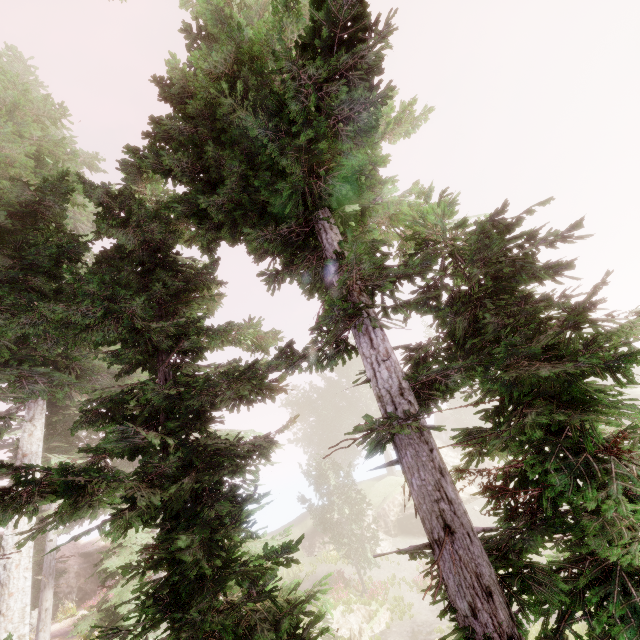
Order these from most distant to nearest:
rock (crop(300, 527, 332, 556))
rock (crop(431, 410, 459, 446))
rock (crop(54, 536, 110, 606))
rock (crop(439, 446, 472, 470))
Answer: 1. rock (crop(431, 410, 459, 446))
2. rock (crop(439, 446, 472, 470))
3. rock (crop(300, 527, 332, 556))
4. rock (crop(54, 536, 110, 606))

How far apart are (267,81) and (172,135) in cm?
193

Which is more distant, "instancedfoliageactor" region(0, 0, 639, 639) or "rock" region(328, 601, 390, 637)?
"rock" region(328, 601, 390, 637)

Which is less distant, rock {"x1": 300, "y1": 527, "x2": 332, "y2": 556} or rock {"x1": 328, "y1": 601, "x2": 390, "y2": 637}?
rock {"x1": 328, "y1": 601, "x2": 390, "y2": 637}

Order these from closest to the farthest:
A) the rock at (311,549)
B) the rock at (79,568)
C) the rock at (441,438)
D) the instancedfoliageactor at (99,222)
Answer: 1. the instancedfoliageactor at (99,222)
2. the rock at (79,568)
3. the rock at (311,549)
4. the rock at (441,438)

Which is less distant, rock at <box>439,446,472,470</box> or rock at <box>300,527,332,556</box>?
Result: rock at <box>300,527,332,556</box>

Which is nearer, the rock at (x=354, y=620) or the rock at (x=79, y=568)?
the rock at (x=354, y=620)

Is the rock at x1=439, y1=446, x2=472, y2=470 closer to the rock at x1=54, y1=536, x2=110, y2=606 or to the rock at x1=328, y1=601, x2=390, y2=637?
the rock at x1=328, y1=601, x2=390, y2=637
